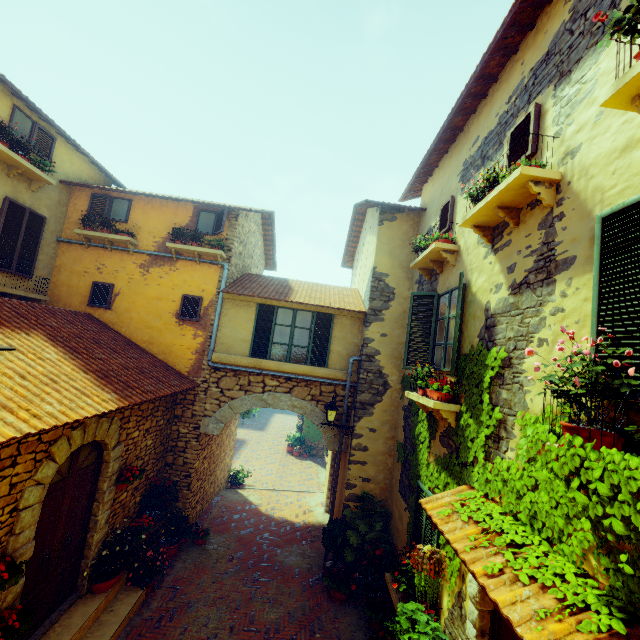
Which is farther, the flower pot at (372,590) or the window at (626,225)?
the flower pot at (372,590)

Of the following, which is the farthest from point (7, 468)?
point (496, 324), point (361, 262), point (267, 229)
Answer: point (267, 229)

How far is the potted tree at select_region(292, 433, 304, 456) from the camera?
19.3 meters

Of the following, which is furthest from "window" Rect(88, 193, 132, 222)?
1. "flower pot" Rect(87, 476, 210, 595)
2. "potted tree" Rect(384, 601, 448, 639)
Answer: "flower pot" Rect(87, 476, 210, 595)

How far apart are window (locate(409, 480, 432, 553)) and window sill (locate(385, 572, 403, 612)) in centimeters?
17cm

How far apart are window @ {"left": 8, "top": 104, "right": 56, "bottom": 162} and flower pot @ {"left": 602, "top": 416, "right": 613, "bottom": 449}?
11.30m

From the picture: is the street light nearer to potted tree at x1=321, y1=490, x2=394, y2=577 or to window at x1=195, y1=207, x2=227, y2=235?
window at x1=195, y1=207, x2=227, y2=235

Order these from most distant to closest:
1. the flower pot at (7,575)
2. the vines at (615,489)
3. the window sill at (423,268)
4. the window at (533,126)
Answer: the window sill at (423,268) → the window at (533,126) → the flower pot at (7,575) → the vines at (615,489)
